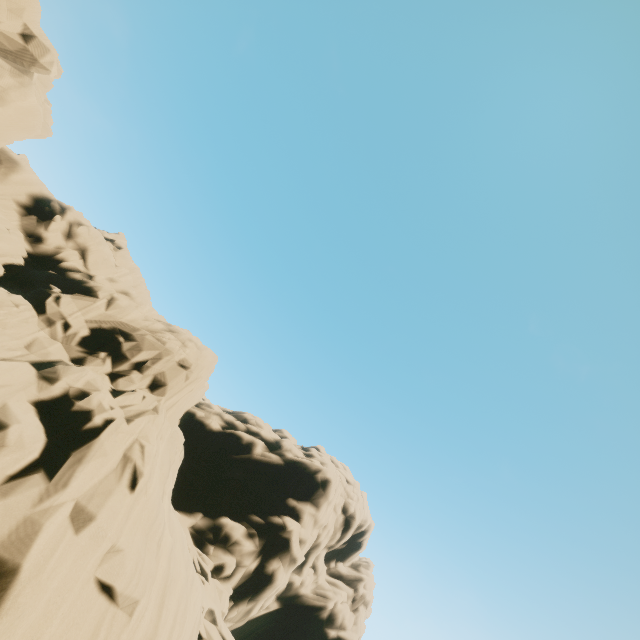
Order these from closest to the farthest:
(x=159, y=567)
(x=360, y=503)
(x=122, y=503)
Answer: (x=122, y=503) < (x=159, y=567) < (x=360, y=503)
